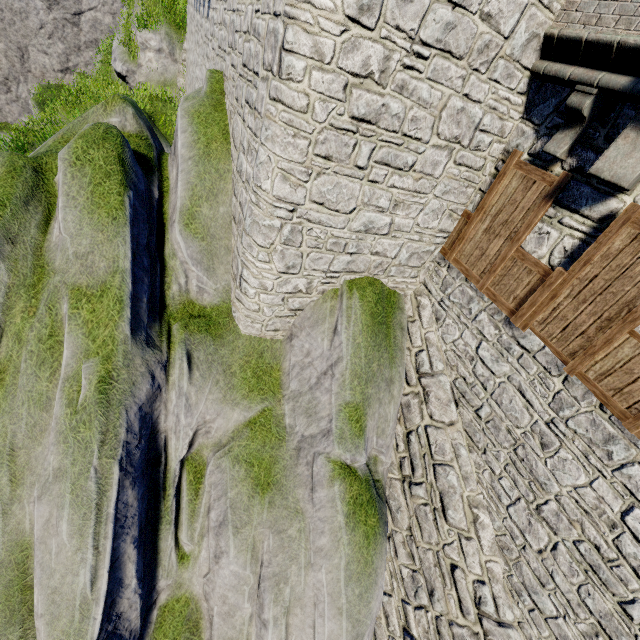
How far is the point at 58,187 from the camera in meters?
5.8
